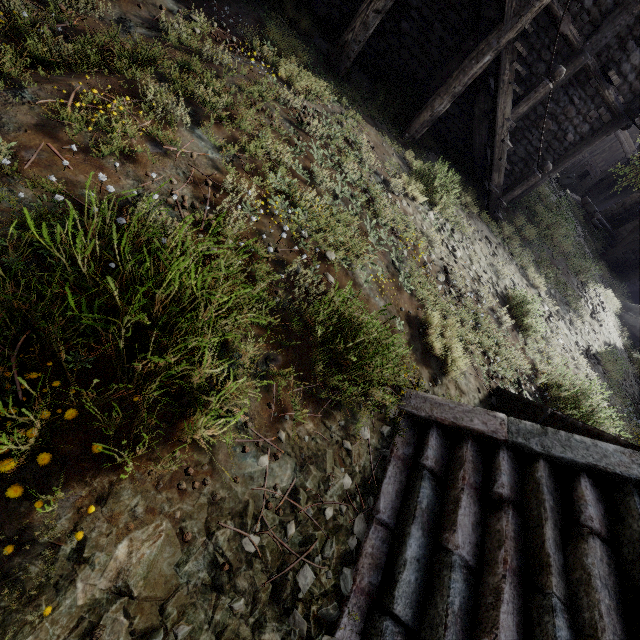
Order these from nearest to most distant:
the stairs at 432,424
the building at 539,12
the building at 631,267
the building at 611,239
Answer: the stairs at 432,424
the building at 539,12
the building at 631,267
the building at 611,239

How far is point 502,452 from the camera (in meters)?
3.04

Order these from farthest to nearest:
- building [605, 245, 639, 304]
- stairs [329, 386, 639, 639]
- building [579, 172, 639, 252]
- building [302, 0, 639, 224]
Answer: building [579, 172, 639, 252] → building [605, 245, 639, 304] → building [302, 0, 639, 224] → stairs [329, 386, 639, 639]

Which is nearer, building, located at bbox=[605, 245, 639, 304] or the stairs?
the stairs

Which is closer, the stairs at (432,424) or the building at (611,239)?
the stairs at (432,424)

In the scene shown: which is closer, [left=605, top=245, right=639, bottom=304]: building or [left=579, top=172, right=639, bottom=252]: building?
[left=605, top=245, right=639, bottom=304]: building
